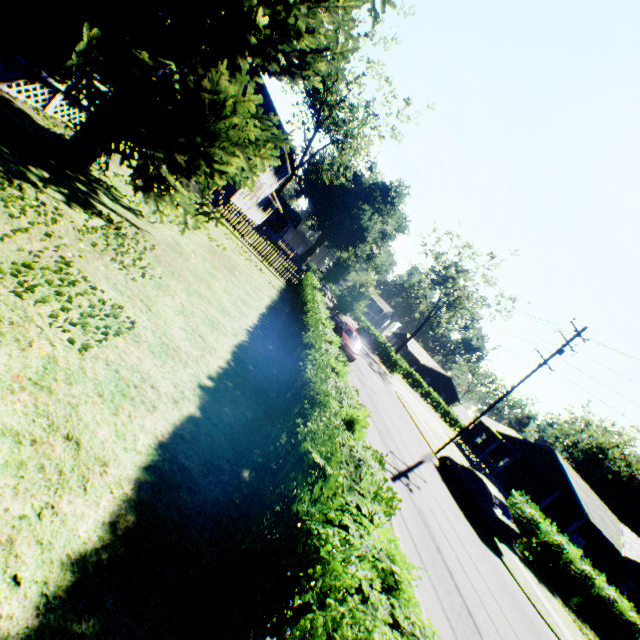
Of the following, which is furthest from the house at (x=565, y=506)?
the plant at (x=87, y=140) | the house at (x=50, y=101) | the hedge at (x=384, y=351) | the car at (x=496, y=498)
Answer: the house at (x=50, y=101)

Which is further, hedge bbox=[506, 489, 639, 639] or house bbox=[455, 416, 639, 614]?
house bbox=[455, 416, 639, 614]

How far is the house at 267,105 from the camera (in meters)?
26.06

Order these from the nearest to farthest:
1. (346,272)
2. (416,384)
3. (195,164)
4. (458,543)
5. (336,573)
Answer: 1. (336,573)
2. (195,164)
3. (458,543)
4. (346,272)
5. (416,384)

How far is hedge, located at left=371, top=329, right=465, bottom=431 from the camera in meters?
44.1 m

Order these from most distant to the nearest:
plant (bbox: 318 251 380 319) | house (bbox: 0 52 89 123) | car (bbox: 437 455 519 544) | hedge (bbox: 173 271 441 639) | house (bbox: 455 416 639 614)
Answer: house (bbox: 455 416 639 614) → plant (bbox: 318 251 380 319) → car (bbox: 437 455 519 544) → house (bbox: 0 52 89 123) → hedge (bbox: 173 271 441 639)

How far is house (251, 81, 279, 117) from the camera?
26.1m

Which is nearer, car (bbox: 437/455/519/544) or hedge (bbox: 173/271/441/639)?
hedge (bbox: 173/271/441/639)
